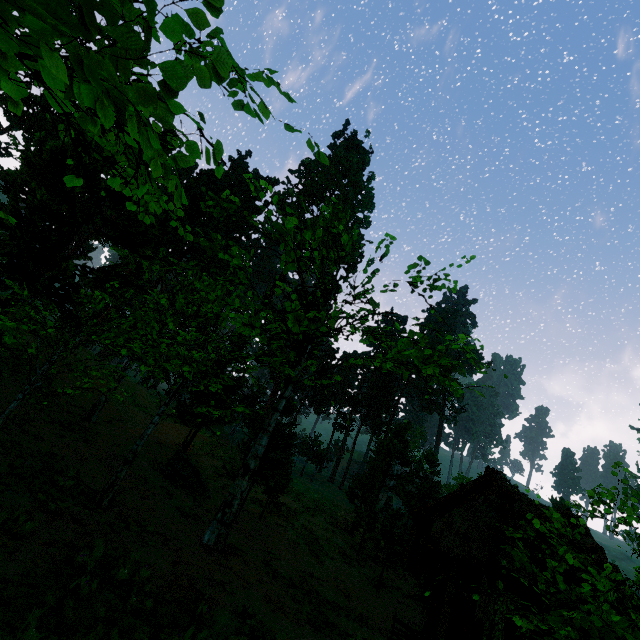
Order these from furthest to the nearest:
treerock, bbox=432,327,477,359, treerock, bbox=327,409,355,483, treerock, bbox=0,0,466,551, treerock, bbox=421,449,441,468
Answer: treerock, bbox=327,409,355,483
treerock, bbox=421,449,441,468
treerock, bbox=432,327,477,359
treerock, bbox=0,0,466,551

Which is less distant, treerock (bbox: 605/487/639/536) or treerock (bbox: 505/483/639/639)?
treerock (bbox: 505/483/639/639)

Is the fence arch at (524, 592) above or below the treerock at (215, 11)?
below

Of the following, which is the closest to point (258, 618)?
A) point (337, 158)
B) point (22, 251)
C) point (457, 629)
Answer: point (457, 629)

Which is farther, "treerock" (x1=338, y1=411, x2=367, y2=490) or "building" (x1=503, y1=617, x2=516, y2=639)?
"treerock" (x1=338, y1=411, x2=367, y2=490)

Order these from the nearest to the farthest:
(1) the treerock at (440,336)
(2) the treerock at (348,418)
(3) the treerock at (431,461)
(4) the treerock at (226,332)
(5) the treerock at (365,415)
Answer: (4) the treerock at (226,332) → (1) the treerock at (440,336) → (3) the treerock at (431,461) → (5) the treerock at (365,415) → (2) the treerock at (348,418)
